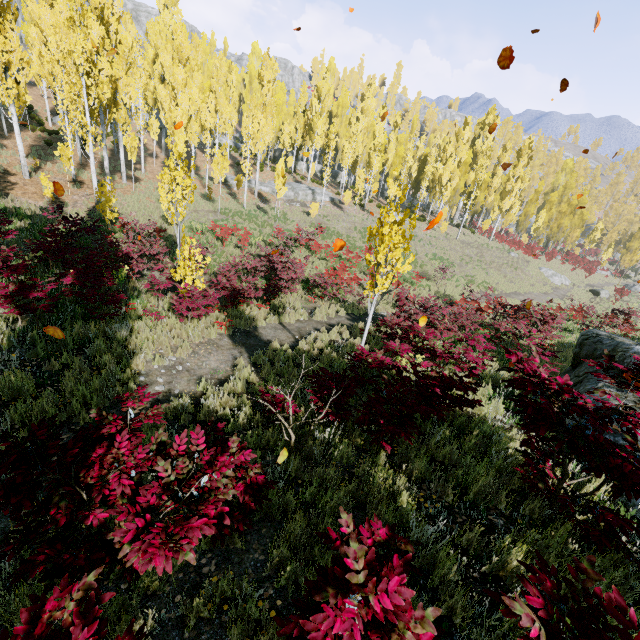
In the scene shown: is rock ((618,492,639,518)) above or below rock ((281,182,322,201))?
below

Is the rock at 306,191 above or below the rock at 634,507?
above

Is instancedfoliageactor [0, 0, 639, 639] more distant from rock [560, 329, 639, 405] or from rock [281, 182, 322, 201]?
rock [560, 329, 639, 405]

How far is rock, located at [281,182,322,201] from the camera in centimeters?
3522cm

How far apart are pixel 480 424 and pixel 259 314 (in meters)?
7.86

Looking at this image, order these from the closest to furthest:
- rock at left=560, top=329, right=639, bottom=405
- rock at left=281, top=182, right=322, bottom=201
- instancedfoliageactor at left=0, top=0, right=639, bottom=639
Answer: instancedfoliageactor at left=0, top=0, right=639, bottom=639, rock at left=560, top=329, right=639, bottom=405, rock at left=281, top=182, right=322, bottom=201

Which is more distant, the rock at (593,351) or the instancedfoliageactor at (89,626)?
the rock at (593,351)

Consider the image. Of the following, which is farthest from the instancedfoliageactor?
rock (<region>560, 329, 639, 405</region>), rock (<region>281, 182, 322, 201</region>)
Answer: rock (<region>560, 329, 639, 405</region>)
